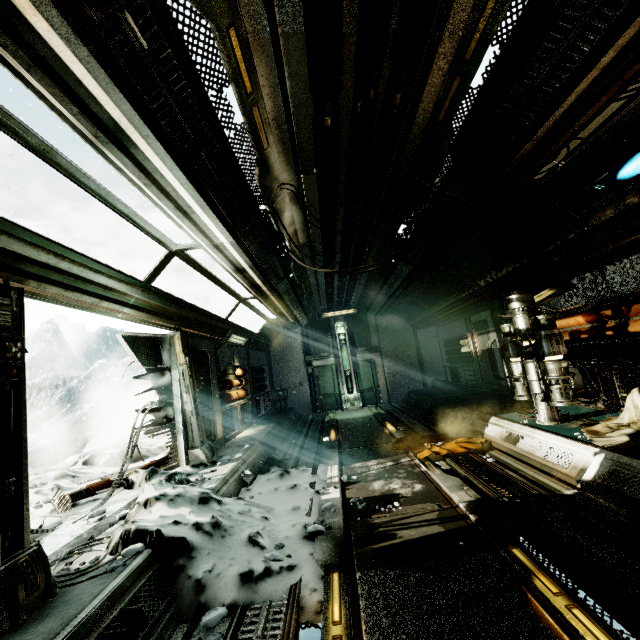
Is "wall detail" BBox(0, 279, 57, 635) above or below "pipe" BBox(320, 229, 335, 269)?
below

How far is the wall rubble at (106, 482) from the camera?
4.39m

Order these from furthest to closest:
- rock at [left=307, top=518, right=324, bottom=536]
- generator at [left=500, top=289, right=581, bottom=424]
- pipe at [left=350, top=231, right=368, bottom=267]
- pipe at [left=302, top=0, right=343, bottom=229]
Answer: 1. pipe at [left=350, top=231, right=368, bottom=267]
2. generator at [left=500, top=289, right=581, bottom=424]
3. rock at [left=307, top=518, right=324, bottom=536]
4. pipe at [left=302, top=0, right=343, bottom=229]

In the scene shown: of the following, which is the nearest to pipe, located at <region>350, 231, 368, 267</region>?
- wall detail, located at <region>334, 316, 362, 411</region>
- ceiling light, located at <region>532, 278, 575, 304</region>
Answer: wall detail, located at <region>334, 316, 362, 411</region>

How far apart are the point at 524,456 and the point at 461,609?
3.7m

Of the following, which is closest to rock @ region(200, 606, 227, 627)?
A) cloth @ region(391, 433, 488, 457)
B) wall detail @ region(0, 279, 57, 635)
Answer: wall detail @ region(0, 279, 57, 635)

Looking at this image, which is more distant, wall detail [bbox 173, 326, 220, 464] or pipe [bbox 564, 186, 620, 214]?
wall detail [bbox 173, 326, 220, 464]

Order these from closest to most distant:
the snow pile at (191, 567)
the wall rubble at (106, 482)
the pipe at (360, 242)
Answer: the snow pile at (191, 567), the wall rubble at (106, 482), the pipe at (360, 242)
